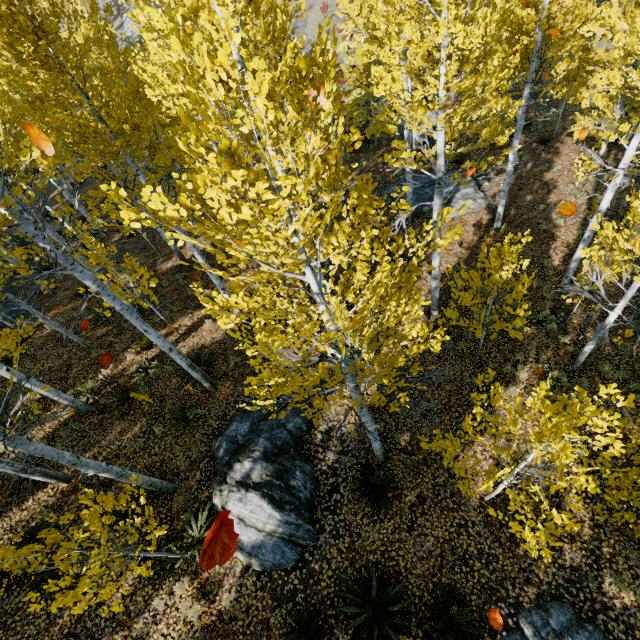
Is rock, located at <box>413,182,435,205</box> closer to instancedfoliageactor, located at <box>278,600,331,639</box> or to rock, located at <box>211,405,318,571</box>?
instancedfoliageactor, located at <box>278,600,331,639</box>

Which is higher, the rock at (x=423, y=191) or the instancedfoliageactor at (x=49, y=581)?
the instancedfoliageactor at (x=49, y=581)

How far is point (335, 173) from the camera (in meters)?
2.70

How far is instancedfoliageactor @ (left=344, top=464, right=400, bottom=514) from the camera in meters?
7.0

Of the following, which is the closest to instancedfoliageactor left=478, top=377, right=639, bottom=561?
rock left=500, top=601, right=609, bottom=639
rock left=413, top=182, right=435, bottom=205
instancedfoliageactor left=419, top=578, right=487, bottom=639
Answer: rock left=413, top=182, right=435, bottom=205

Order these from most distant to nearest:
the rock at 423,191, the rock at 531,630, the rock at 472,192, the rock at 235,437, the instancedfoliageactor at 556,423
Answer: the rock at 423,191 → the rock at 472,192 → the rock at 235,437 → the rock at 531,630 → the instancedfoliageactor at 556,423

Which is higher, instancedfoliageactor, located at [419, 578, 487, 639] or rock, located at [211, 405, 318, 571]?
rock, located at [211, 405, 318, 571]

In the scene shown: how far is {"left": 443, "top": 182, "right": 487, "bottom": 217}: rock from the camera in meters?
14.6
